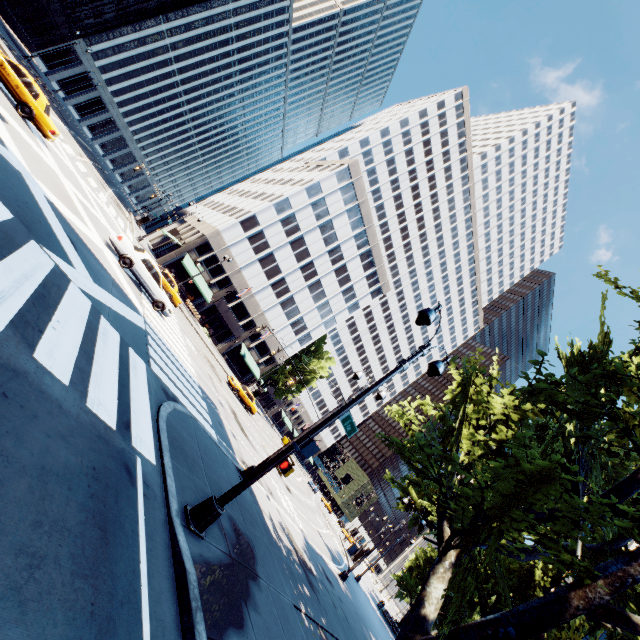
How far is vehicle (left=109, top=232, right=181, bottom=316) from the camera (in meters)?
16.92

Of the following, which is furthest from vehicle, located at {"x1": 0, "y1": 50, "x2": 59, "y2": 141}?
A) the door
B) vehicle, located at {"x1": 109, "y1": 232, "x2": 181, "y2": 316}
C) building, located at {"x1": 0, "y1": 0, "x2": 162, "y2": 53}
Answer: the door

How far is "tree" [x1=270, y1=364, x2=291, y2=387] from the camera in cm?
5804

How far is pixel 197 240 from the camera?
42.47m

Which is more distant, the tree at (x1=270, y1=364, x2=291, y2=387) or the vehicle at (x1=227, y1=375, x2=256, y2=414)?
the tree at (x1=270, y1=364, x2=291, y2=387)

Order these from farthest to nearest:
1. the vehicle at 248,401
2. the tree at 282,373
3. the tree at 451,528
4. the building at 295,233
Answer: the tree at 282,373 < the building at 295,233 < the vehicle at 248,401 < the tree at 451,528

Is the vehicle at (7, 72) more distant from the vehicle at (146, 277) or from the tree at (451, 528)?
the tree at (451, 528)

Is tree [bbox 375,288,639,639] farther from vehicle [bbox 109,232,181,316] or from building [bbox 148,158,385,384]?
vehicle [bbox 109,232,181,316]
